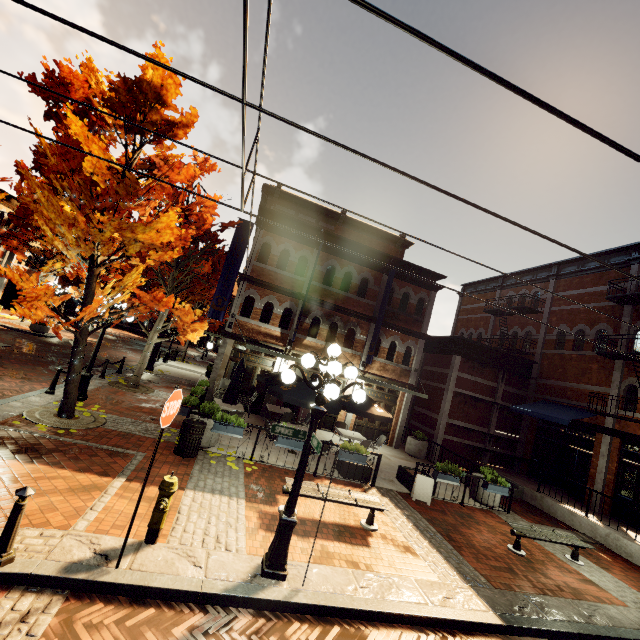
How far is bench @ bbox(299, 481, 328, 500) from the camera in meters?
6.9

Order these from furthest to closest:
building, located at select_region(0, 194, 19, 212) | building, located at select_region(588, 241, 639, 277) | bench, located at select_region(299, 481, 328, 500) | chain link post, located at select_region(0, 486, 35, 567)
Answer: building, located at select_region(0, 194, 19, 212) < building, located at select_region(588, 241, 639, 277) < bench, located at select_region(299, 481, 328, 500) < chain link post, located at select_region(0, 486, 35, 567)

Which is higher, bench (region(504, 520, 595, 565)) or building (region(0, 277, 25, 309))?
building (region(0, 277, 25, 309))

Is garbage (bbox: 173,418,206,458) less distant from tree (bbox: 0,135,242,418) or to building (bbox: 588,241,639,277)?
tree (bbox: 0,135,242,418)

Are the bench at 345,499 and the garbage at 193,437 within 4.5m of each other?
yes

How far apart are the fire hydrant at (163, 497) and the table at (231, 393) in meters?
6.2 m

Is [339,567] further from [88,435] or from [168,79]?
[168,79]

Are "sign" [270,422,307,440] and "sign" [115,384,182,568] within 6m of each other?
yes
